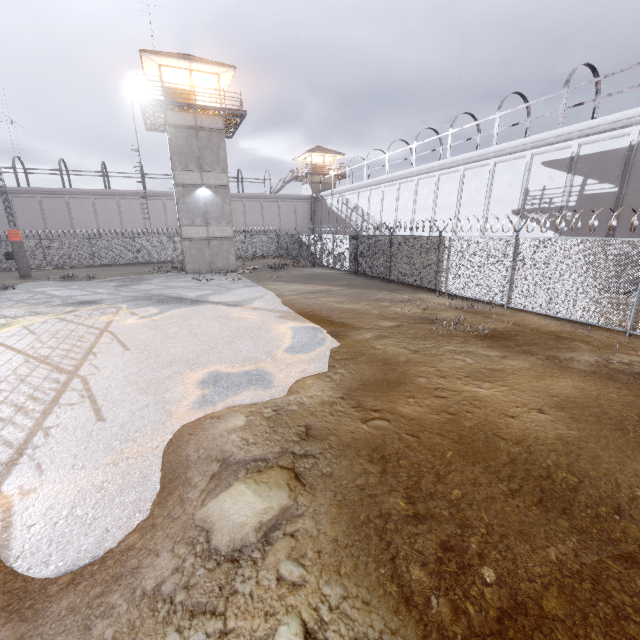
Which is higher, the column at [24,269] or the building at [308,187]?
the building at [308,187]

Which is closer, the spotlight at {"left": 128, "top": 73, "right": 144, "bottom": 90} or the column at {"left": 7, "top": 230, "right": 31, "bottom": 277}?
the spotlight at {"left": 128, "top": 73, "right": 144, "bottom": 90}

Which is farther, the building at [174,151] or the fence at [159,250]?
the fence at [159,250]

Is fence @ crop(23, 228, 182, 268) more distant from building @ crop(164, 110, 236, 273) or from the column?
building @ crop(164, 110, 236, 273)

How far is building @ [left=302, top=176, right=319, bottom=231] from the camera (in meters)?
47.12

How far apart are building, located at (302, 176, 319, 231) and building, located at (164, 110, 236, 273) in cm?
2362

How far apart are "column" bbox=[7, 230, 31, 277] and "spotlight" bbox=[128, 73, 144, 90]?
14.5 meters

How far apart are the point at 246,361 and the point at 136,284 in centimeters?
1689cm
